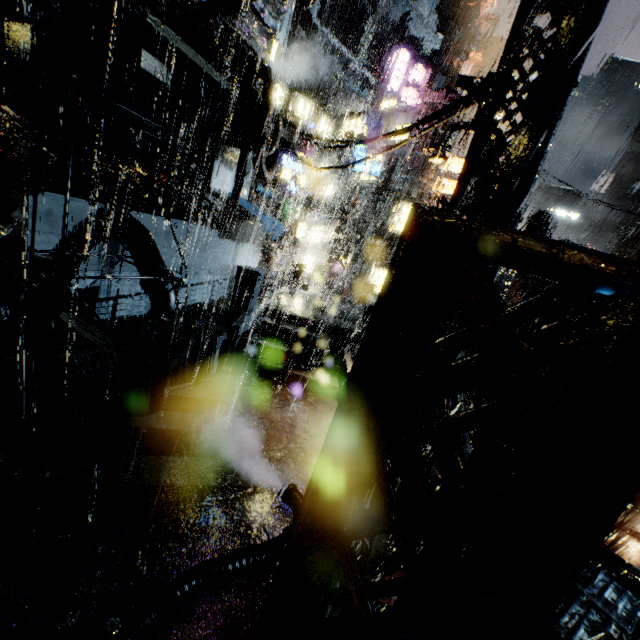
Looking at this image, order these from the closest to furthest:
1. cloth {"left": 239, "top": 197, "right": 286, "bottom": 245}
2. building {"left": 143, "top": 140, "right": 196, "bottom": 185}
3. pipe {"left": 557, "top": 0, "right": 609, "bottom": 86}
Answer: pipe {"left": 557, "top": 0, "right": 609, "bottom": 86}
building {"left": 143, "top": 140, "right": 196, "bottom": 185}
cloth {"left": 239, "top": 197, "right": 286, "bottom": 245}

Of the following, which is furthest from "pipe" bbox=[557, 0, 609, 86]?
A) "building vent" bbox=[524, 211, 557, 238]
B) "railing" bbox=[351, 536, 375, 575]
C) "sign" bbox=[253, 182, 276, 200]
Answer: "building vent" bbox=[524, 211, 557, 238]

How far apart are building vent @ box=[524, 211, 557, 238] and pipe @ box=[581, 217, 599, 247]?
17.9m

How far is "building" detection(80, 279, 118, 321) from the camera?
11.34m

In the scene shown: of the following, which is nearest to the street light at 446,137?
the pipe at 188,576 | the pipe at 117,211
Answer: the pipe at 188,576

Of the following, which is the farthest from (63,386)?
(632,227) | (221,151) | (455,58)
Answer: (632,227)

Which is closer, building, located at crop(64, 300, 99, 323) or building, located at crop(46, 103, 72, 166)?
building, located at crop(46, 103, 72, 166)

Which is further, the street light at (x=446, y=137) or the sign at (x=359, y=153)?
the sign at (x=359, y=153)
